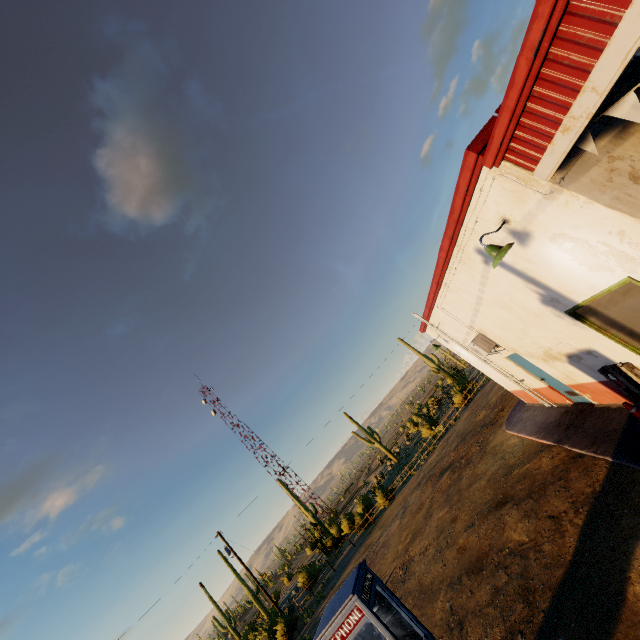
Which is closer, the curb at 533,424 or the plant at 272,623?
the curb at 533,424

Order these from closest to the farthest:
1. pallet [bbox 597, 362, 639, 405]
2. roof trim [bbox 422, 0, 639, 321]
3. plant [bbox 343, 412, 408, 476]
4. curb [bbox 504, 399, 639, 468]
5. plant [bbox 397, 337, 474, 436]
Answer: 1. roof trim [bbox 422, 0, 639, 321]
2. pallet [bbox 597, 362, 639, 405]
3. curb [bbox 504, 399, 639, 468]
4. plant [bbox 397, 337, 474, 436]
5. plant [bbox 343, 412, 408, 476]

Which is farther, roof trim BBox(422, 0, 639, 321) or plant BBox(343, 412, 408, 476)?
plant BBox(343, 412, 408, 476)

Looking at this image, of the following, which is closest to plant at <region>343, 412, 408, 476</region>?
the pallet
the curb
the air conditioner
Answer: the curb

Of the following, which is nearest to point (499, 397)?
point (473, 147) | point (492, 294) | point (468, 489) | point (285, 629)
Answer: point (468, 489)

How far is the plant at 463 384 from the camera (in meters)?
28.75

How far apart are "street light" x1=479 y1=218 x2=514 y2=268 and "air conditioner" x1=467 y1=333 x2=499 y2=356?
5.2m

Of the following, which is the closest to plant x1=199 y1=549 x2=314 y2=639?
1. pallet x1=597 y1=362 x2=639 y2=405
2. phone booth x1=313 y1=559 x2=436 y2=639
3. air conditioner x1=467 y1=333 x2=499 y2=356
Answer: phone booth x1=313 y1=559 x2=436 y2=639
